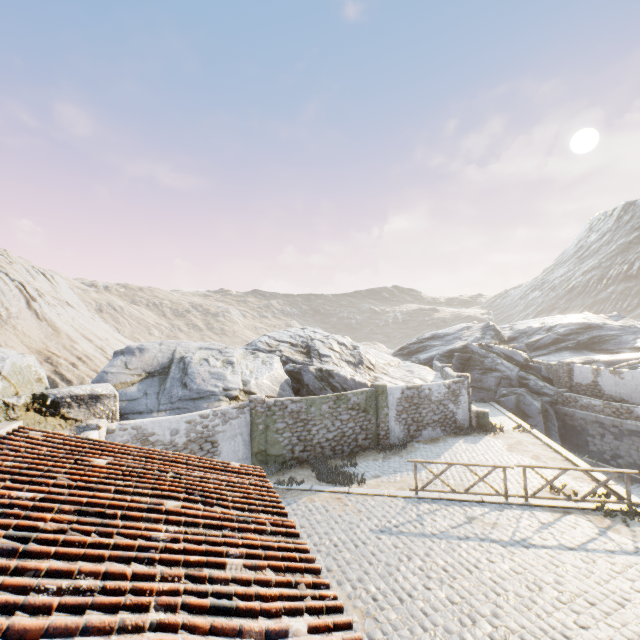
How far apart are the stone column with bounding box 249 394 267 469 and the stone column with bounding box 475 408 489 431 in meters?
11.4 m

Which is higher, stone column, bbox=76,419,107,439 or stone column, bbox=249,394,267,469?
stone column, bbox=76,419,107,439

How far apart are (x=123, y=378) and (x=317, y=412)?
9.6 meters

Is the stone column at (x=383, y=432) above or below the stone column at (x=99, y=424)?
below

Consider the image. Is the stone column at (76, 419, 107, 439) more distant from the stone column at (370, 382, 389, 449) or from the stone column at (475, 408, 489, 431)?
the stone column at (475, 408, 489, 431)

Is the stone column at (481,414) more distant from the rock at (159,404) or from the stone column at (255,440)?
the stone column at (255,440)

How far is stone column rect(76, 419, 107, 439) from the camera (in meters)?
10.26

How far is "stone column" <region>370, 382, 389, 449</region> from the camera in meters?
16.1
